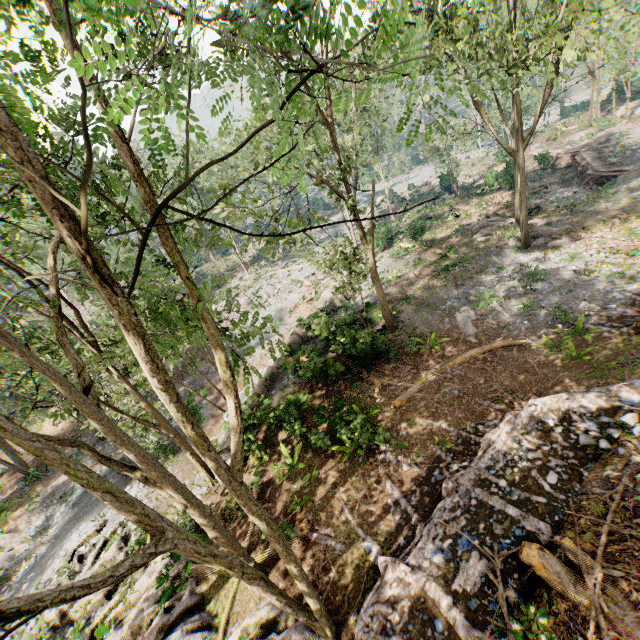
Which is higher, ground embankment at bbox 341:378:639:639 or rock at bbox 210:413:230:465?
ground embankment at bbox 341:378:639:639

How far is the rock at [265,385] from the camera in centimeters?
1480cm

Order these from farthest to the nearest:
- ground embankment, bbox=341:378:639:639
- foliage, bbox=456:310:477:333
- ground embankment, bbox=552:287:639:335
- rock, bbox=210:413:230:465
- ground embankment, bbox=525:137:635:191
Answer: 1. ground embankment, bbox=525:137:635:191
2. foliage, bbox=456:310:477:333
3. rock, bbox=210:413:230:465
4. ground embankment, bbox=552:287:639:335
5. ground embankment, bbox=341:378:639:639

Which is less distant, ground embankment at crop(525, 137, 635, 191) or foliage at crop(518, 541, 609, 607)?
foliage at crop(518, 541, 609, 607)

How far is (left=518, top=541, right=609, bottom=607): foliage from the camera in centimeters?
566cm

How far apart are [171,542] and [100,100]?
5.9m

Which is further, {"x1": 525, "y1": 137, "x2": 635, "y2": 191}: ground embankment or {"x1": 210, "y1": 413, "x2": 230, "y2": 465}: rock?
{"x1": 525, "y1": 137, "x2": 635, "y2": 191}: ground embankment

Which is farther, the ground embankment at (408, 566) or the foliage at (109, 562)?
the ground embankment at (408, 566)
